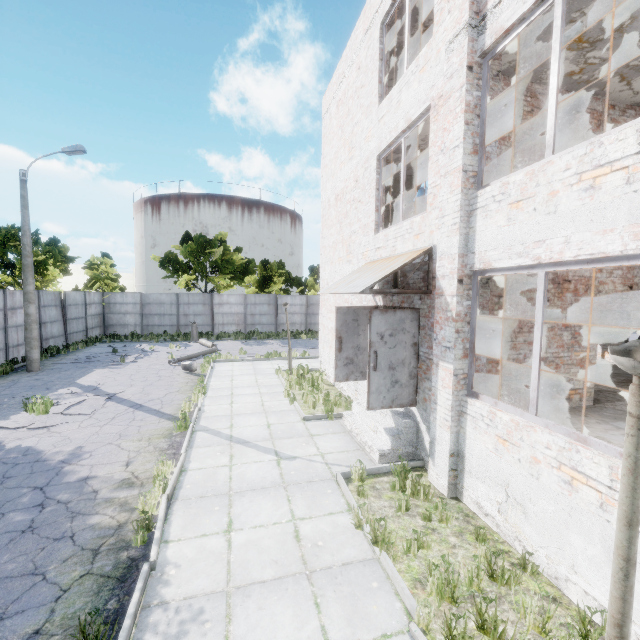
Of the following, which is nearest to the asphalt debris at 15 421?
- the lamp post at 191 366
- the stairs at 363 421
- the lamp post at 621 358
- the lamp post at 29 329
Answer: the lamp post at 191 366

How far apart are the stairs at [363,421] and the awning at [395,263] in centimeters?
279cm

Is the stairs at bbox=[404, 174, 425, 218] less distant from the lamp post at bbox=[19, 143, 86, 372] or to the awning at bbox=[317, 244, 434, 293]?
the awning at bbox=[317, 244, 434, 293]

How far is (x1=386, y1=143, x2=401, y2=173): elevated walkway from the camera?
9.4 meters

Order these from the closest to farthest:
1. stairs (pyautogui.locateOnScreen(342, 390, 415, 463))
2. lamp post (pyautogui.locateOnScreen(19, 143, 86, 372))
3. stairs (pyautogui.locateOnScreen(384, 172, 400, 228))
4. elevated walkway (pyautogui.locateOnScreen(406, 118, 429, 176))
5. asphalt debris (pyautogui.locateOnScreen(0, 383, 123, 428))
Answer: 1. stairs (pyautogui.locateOnScreen(342, 390, 415, 463))
2. elevated walkway (pyautogui.locateOnScreen(406, 118, 429, 176))
3. asphalt debris (pyautogui.locateOnScreen(0, 383, 123, 428))
4. stairs (pyautogui.locateOnScreen(384, 172, 400, 228))
5. lamp post (pyautogui.locateOnScreen(19, 143, 86, 372))

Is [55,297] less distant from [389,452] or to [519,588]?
[389,452]

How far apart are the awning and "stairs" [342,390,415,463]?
2.79m

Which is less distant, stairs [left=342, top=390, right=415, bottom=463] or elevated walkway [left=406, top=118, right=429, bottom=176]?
stairs [left=342, top=390, right=415, bottom=463]
